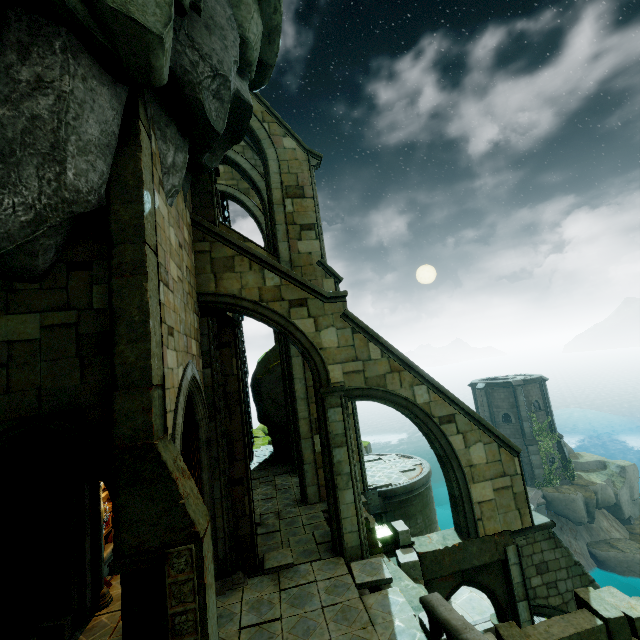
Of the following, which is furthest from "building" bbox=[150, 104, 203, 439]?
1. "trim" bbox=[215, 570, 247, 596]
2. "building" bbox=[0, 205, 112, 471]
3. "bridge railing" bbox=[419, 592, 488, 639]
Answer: Result: "bridge railing" bbox=[419, 592, 488, 639]

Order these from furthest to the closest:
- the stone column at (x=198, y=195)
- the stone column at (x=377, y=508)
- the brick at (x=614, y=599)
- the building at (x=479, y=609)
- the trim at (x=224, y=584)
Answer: the building at (x=479, y=609) < the stone column at (x=377, y=508) < the stone column at (x=198, y=195) < the trim at (x=224, y=584) < the brick at (x=614, y=599)

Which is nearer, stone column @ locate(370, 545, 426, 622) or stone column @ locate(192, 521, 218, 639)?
stone column @ locate(192, 521, 218, 639)

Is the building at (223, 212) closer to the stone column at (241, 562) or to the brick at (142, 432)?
the stone column at (241, 562)

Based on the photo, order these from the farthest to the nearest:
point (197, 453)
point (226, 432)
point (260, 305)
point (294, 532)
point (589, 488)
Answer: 1. point (589, 488)
2. point (294, 532)
3. point (260, 305)
4. point (226, 432)
5. point (197, 453)

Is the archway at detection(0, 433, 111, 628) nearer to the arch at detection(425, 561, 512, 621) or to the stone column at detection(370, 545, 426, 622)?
the stone column at detection(370, 545, 426, 622)

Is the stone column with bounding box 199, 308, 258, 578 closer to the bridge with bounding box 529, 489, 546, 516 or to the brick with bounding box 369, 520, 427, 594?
the brick with bounding box 369, 520, 427, 594

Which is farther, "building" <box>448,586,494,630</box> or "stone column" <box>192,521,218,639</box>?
"building" <box>448,586,494,630</box>
